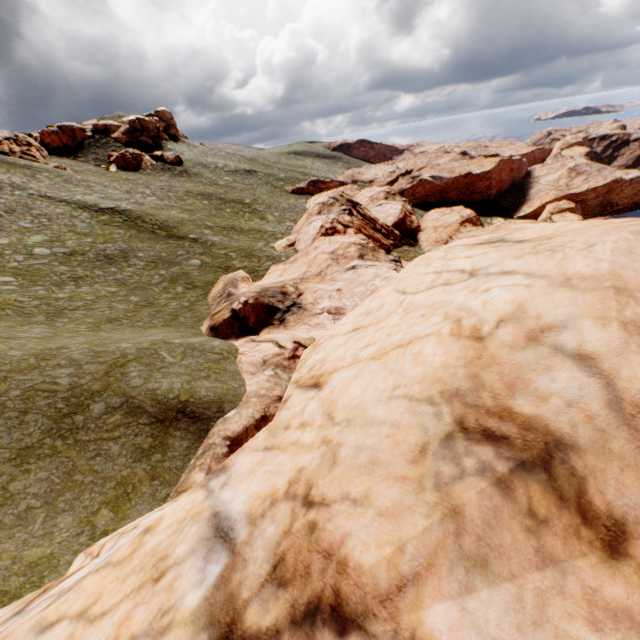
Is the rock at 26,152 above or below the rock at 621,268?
above

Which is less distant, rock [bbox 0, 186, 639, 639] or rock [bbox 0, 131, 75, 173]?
rock [bbox 0, 186, 639, 639]

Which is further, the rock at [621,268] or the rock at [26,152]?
the rock at [26,152]

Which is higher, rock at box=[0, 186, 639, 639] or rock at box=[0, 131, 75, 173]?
rock at box=[0, 131, 75, 173]

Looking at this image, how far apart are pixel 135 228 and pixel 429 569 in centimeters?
4385cm
